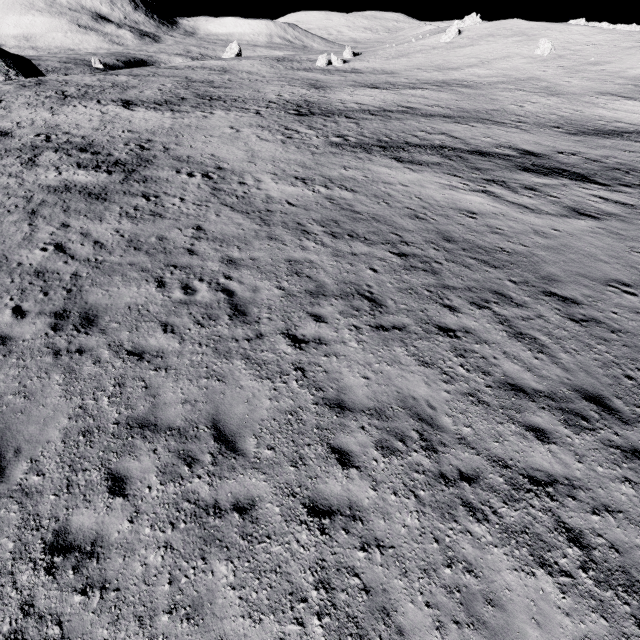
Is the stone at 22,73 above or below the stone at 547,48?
below

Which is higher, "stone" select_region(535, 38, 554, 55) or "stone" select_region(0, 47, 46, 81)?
"stone" select_region(535, 38, 554, 55)

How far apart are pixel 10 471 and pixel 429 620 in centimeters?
742cm

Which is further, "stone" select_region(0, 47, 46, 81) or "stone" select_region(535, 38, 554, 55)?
"stone" select_region(535, 38, 554, 55)

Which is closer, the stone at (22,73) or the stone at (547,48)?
the stone at (22,73)

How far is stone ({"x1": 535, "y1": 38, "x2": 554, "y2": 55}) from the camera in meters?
58.1
